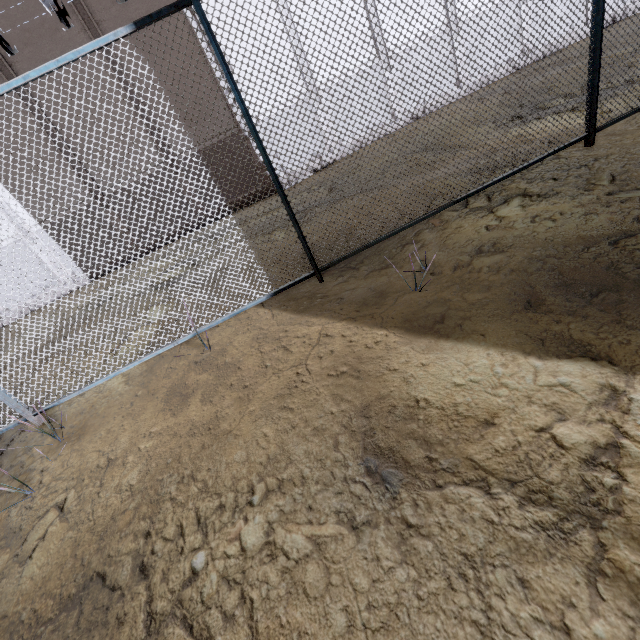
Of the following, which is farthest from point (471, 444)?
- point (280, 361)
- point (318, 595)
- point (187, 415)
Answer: point (187, 415)
